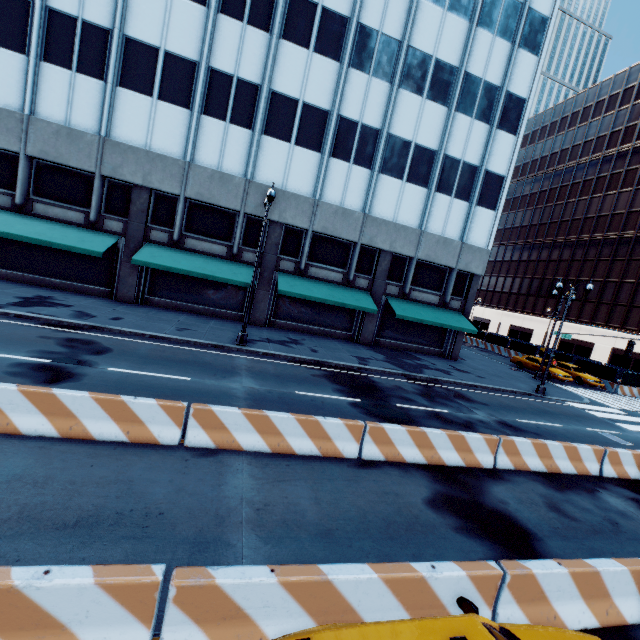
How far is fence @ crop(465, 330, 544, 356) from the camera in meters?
37.2 m

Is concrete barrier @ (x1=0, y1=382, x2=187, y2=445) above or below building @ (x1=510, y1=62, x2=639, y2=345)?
below

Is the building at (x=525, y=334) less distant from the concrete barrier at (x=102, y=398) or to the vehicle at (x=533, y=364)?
the vehicle at (x=533, y=364)

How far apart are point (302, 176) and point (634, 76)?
60.8 meters

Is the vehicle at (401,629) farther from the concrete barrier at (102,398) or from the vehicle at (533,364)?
the vehicle at (533,364)

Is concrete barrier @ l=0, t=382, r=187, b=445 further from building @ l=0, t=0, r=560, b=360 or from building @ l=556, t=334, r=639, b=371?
building @ l=556, t=334, r=639, b=371

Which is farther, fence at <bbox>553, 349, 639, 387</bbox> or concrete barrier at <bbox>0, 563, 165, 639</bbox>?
fence at <bbox>553, 349, 639, 387</bbox>

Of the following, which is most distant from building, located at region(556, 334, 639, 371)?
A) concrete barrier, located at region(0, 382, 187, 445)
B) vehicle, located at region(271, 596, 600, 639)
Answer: vehicle, located at region(271, 596, 600, 639)
